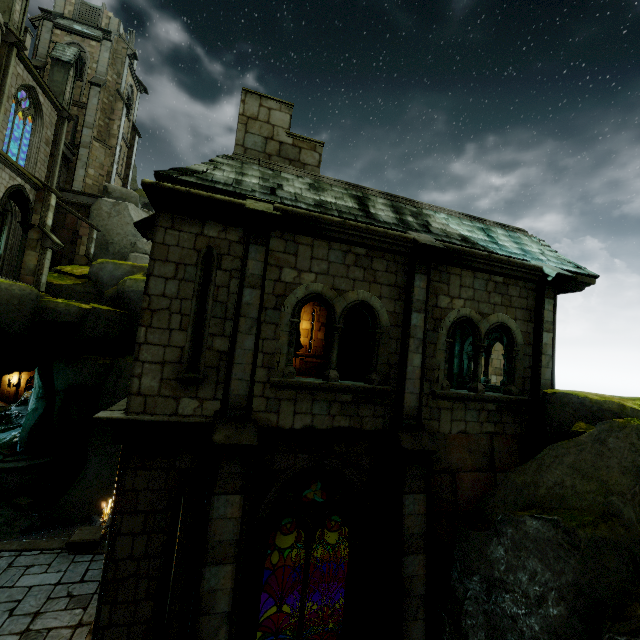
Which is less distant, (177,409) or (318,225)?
(177,409)

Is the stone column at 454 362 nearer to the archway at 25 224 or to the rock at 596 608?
the rock at 596 608

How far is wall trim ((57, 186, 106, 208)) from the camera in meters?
24.8 m

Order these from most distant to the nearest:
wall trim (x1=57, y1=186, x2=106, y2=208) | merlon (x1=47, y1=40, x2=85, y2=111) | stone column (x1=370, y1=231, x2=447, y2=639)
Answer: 1. wall trim (x1=57, y1=186, x2=106, y2=208)
2. merlon (x1=47, y1=40, x2=85, y2=111)
3. stone column (x1=370, y1=231, x2=447, y2=639)

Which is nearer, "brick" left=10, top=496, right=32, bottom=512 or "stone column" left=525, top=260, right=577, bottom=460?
"stone column" left=525, top=260, right=577, bottom=460

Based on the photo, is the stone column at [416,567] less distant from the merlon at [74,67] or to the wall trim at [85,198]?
the wall trim at [85,198]

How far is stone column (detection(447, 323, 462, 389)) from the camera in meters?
14.1

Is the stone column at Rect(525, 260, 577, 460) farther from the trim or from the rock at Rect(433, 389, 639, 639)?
the trim
